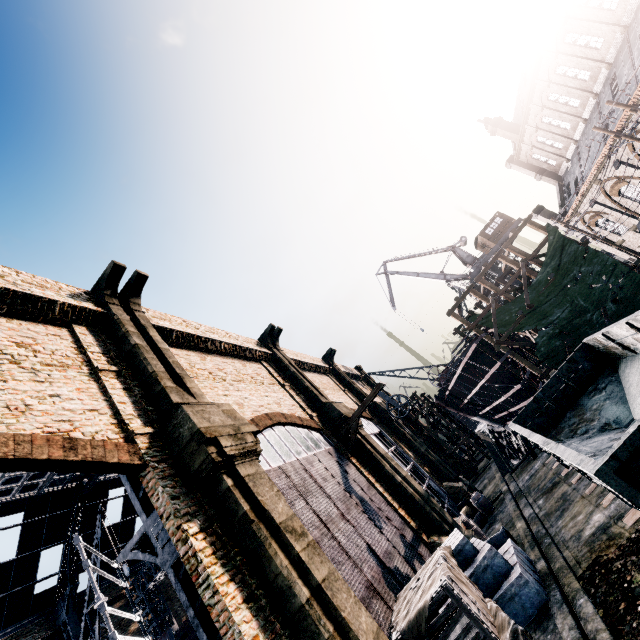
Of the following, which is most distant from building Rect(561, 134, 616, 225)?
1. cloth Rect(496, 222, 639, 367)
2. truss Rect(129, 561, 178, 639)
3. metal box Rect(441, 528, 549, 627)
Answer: cloth Rect(496, 222, 639, 367)

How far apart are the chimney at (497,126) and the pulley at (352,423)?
40.1m

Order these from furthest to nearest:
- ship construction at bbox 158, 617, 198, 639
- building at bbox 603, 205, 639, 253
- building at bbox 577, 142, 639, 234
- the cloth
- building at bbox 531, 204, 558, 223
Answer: building at bbox 531, 204, 558, 223 → building at bbox 603, 205, 639, 253 → building at bbox 577, 142, 639, 234 → the cloth → ship construction at bbox 158, 617, 198, 639

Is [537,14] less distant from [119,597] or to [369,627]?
[369,627]

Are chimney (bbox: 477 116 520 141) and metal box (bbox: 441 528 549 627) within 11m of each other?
no

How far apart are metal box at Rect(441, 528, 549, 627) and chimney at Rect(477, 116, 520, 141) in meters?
46.4 m

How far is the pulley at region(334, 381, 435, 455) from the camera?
18.1m

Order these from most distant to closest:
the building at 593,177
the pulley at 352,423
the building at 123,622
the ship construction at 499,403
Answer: the building at 123,622, the building at 593,177, the ship construction at 499,403, the pulley at 352,423
